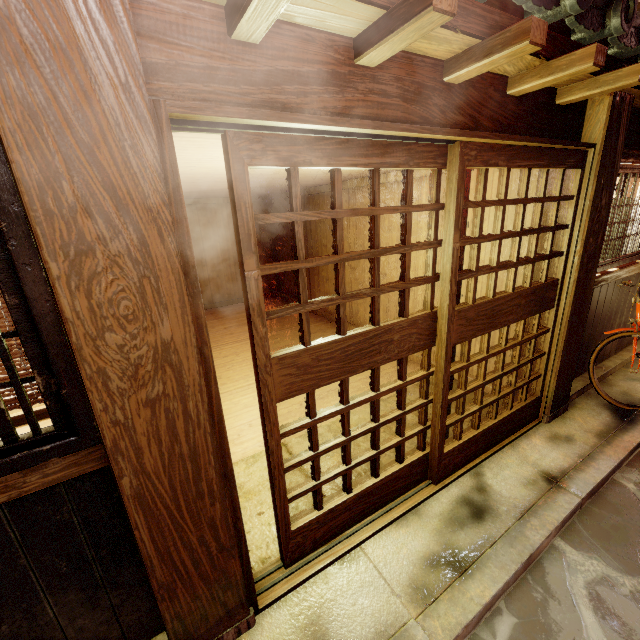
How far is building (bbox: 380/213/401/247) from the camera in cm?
936

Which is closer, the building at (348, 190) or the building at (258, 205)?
the building at (258, 205)

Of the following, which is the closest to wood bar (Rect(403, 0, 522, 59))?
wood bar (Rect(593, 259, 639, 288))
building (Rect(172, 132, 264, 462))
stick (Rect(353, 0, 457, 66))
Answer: stick (Rect(353, 0, 457, 66))

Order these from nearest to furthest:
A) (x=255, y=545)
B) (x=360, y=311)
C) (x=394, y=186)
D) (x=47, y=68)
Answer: (x=47, y=68)
(x=255, y=545)
(x=394, y=186)
(x=360, y=311)

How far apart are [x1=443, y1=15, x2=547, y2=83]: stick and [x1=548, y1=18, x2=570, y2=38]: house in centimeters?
84cm

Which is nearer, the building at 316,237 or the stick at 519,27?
the stick at 519,27

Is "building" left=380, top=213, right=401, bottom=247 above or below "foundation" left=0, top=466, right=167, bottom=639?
above

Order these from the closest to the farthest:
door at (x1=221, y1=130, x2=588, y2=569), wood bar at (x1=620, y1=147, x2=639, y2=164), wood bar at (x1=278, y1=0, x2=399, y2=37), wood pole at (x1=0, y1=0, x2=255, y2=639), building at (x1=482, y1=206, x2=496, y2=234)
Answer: wood pole at (x1=0, y1=0, x2=255, y2=639) → wood bar at (x1=278, y1=0, x2=399, y2=37) → door at (x1=221, y1=130, x2=588, y2=569) → wood bar at (x1=620, y1=147, x2=639, y2=164) → building at (x1=482, y1=206, x2=496, y2=234)
